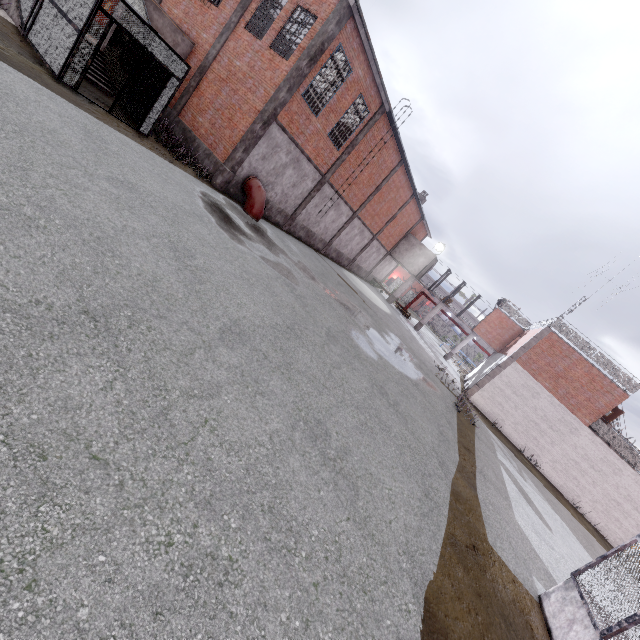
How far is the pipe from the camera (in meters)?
15.34

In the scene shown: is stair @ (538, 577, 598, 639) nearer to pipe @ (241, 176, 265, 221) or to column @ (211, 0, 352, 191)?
pipe @ (241, 176, 265, 221)

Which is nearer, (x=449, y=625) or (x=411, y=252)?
(x=449, y=625)

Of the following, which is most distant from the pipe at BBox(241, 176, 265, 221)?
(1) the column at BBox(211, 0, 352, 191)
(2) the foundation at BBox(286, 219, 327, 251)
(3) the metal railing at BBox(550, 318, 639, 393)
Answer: (3) the metal railing at BBox(550, 318, 639, 393)

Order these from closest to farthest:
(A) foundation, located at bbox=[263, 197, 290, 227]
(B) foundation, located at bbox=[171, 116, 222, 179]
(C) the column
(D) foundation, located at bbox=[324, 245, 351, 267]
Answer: (C) the column, (B) foundation, located at bbox=[171, 116, 222, 179], (A) foundation, located at bbox=[263, 197, 290, 227], (D) foundation, located at bbox=[324, 245, 351, 267]

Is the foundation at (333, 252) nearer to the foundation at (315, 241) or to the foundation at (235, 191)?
the foundation at (315, 241)

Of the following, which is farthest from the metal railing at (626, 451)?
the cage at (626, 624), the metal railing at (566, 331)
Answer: the cage at (626, 624)

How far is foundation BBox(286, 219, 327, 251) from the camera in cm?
2092
